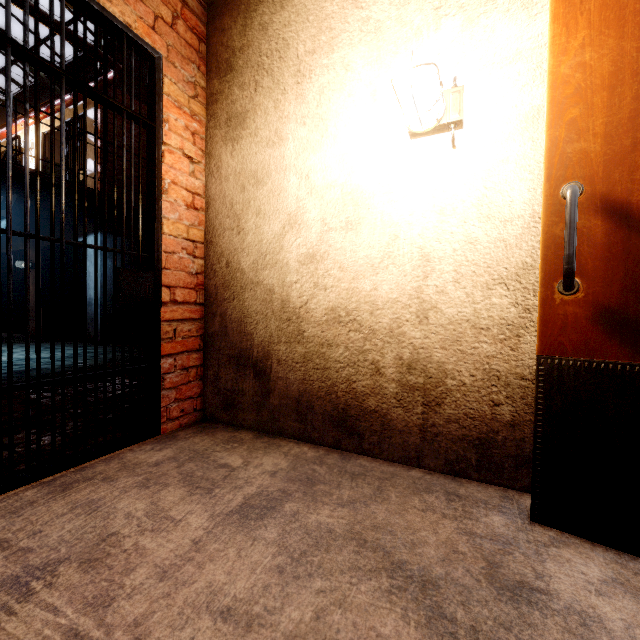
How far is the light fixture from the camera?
1.4 meters

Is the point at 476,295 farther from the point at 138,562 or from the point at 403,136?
the point at 138,562

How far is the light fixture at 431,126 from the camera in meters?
1.4
